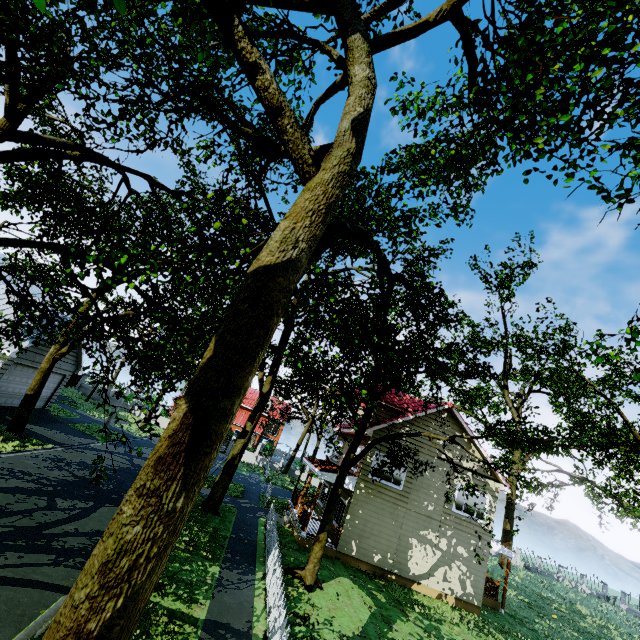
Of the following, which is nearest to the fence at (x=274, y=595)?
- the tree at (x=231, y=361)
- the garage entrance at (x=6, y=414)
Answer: the tree at (x=231, y=361)

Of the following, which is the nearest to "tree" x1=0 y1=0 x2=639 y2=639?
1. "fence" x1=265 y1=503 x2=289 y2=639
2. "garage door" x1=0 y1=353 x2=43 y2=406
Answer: "fence" x1=265 y1=503 x2=289 y2=639

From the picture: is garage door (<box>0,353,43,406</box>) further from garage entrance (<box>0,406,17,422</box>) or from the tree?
the tree

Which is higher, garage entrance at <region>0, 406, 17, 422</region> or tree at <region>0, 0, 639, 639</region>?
tree at <region>0, 0, 639, 639</region>

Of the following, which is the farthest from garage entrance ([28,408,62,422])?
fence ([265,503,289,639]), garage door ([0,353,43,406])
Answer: fence ([265,503,289,639])

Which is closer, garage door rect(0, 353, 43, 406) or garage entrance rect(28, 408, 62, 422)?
garage door rect(0, 353, 43, 406)

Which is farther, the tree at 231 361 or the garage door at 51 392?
the garage door at 51 392

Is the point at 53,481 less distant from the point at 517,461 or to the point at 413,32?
the point at 413,32
